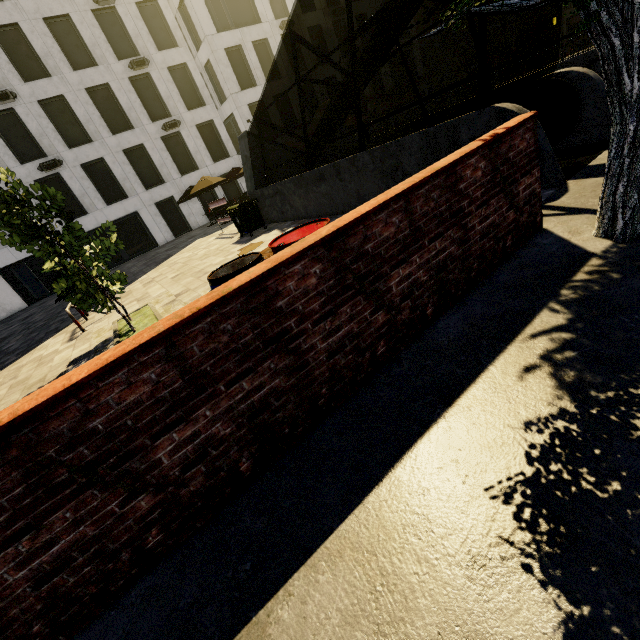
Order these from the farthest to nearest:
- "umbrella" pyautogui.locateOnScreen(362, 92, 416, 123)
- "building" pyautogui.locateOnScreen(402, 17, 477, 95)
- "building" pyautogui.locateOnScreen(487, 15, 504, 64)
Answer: "building" pyautogui.locateOnScreen(402, 17, 477, 95)
"building" pyautogui.locateOnScreen(487, 15, 504, 64)
"umbrella" pyautogui.locateOnScreen(362, 92, 416, 123)

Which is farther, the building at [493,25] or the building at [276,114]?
the building at [493,25]

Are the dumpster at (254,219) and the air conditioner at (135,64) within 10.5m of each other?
no

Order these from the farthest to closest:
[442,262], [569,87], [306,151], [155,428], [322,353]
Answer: [306,151] < [569,87] < [442,262] < [322,353] < [155,428]

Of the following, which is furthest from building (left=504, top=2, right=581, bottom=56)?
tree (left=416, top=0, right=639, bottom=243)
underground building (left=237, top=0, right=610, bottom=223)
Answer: underground building (left=237, top=0, right=610, bottom=223)

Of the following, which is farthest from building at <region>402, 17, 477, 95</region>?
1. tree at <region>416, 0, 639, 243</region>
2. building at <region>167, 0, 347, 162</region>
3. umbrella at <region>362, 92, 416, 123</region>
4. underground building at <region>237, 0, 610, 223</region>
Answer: underground building at <region>237, 0, 610, 223</region>

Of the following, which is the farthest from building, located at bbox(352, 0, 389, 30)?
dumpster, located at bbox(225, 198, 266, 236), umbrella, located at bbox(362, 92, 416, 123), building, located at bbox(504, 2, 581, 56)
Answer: dumpster, located at bbox(225, 198, 266, 236)

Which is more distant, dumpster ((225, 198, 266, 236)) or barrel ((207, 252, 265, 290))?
dumpster ((225, 198, 266, 236))
